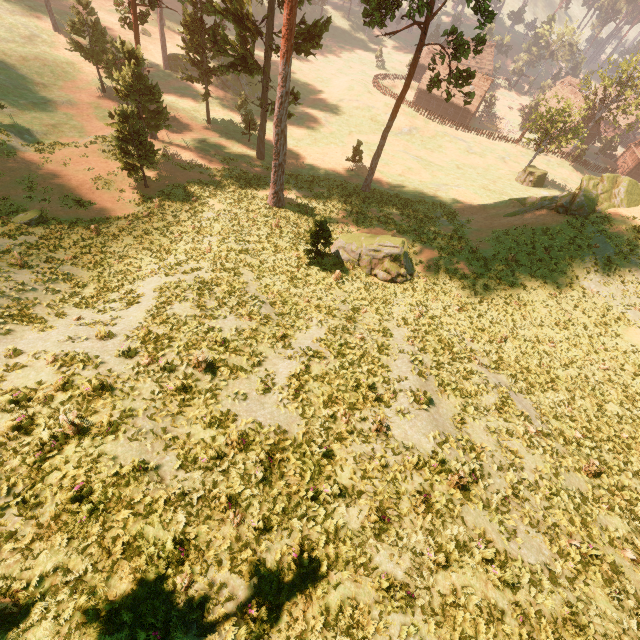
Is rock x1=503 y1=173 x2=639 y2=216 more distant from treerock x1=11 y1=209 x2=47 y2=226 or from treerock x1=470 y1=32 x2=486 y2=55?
treerock x1=11 y1=209 x2=47 y2=226

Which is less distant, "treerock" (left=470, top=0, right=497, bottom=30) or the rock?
"treerock" (left=470, top=0, right=497, bottom=30)

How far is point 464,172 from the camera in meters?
46.4 m

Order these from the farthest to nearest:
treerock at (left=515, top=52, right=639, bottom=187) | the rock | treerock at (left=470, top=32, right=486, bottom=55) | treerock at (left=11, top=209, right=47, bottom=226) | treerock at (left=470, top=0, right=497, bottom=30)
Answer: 1. treerock at (left=515, top=52, right=639, bottom=187)
2. the rock
3. treerock at (left=470, top=32, right=486, bottom=55)
4. treerock at (left=11, top=209, right=47, bottom=226)
5. treerock at (left=470, top=0, right=497, bottom=30)

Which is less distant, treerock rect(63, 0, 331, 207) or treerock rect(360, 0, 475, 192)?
treerock rect(360, 0, 475, 192)

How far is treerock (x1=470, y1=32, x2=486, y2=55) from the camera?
24.2 meters

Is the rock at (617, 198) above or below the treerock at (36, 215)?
above

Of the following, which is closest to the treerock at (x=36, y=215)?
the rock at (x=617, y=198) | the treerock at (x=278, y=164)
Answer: the treerock at (x=278, y=164)
